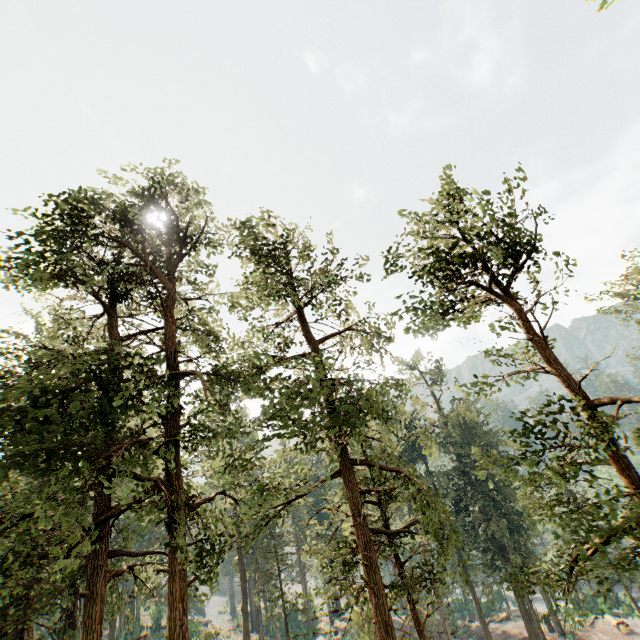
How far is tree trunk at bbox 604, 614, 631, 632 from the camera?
38.6m

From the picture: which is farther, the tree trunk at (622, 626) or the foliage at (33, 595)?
the tree trunk at (622, 626)

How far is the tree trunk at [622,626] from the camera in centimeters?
3862cm

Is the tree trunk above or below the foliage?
below

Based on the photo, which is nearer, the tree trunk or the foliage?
the foliage

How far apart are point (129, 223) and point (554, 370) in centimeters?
1833cm
